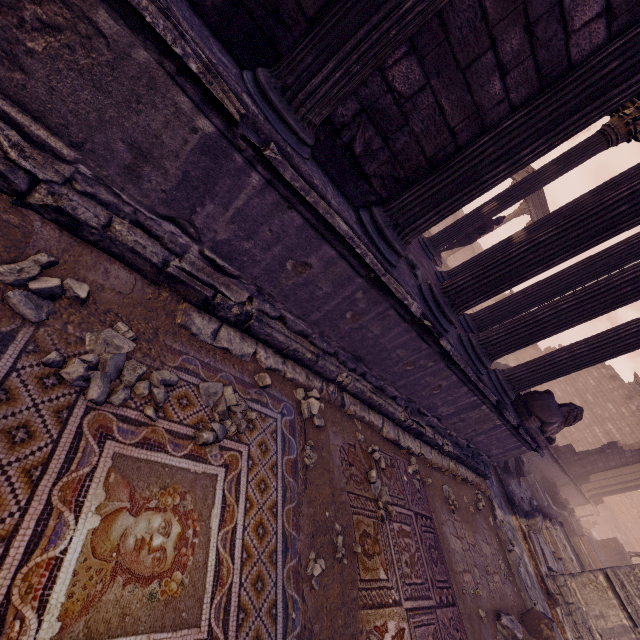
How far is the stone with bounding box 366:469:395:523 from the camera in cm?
371

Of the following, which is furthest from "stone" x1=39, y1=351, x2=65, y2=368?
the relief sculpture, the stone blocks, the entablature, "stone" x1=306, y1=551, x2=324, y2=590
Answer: the relief sculpture

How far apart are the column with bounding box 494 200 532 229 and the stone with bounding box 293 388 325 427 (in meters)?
20.45

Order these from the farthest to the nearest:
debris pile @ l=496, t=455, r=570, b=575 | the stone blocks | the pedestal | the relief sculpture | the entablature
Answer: the relief sculpture → the entablature → the pedestal → the stone blocks → debris pile @ l=496, t=455, r=570, b=575

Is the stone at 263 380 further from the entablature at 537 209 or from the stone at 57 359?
the entablature at 537 209

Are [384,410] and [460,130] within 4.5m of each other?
yes

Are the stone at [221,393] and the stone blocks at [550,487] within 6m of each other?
no

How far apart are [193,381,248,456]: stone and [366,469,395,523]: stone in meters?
2.0 m
